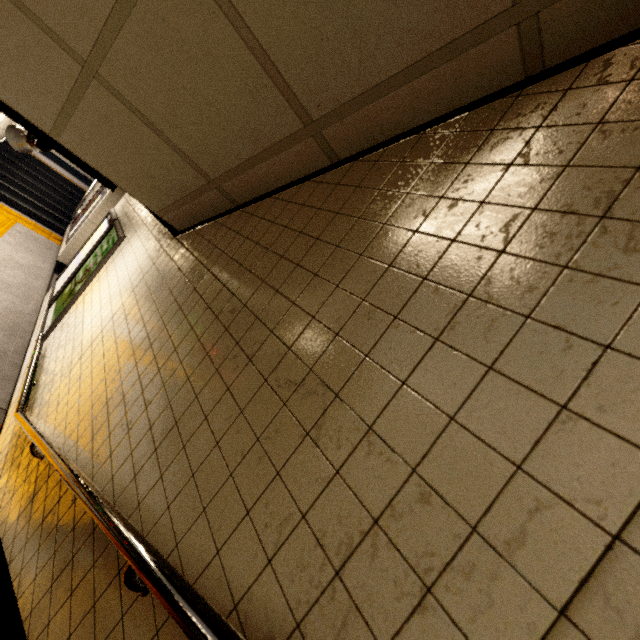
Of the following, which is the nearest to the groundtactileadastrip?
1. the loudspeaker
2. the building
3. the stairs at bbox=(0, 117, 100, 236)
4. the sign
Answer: the stairs at bbox=(0, 117, 100, 236)

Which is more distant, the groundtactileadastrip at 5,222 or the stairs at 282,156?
the groundtactileadastrip at 5,222

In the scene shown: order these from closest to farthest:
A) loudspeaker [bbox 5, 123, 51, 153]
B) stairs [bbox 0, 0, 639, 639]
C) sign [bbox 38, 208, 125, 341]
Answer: stairs [bbox 0, 0, 639, 639]
loudspeaker [bbox 5, 123, 51, 153]
sign [bbox 38, 208, 125, 341]

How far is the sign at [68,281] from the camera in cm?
402

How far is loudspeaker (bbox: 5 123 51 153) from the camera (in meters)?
3.39

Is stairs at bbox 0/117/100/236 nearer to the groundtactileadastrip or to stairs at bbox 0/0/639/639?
the groundtactileadastrip

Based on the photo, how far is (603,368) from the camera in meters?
0.6

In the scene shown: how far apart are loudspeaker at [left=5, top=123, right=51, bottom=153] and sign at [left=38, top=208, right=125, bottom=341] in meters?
1.1 m
